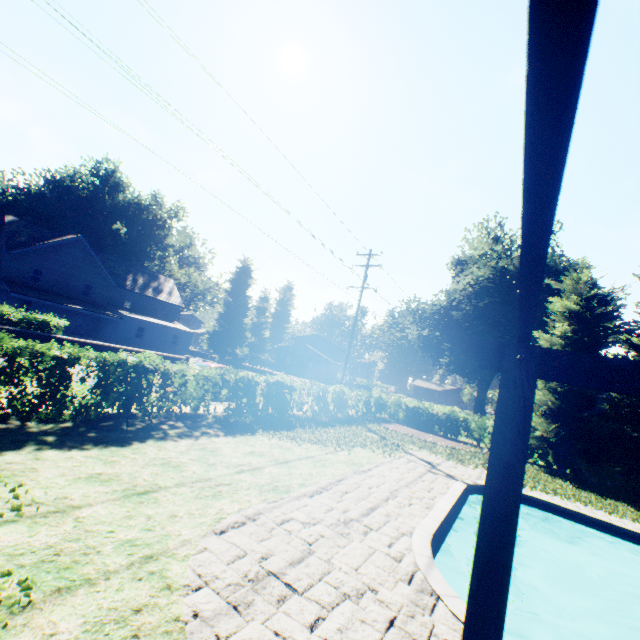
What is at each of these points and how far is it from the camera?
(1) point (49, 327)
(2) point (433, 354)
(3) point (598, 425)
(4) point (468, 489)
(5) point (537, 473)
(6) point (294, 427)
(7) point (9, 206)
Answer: (1) hedge, 20.8 meters
(2) plant, 40.5 meters
(3) tree, 16.3 meters
(4) swimming pool, 10.9 meters
(5) plant, 15.6 meters
(6) plant, 13.2 meters
(7) plant, 44.7 meters

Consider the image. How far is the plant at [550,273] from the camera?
33.2m

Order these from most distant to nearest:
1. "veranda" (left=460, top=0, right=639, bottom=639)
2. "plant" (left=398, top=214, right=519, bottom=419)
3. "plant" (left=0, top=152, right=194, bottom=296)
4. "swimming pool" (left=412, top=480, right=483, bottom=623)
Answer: "plant" (left=0, top=152, right=194, bottom=296), "plant" (left=398, top=214, right=519, bottom=419), "swimming pool" (left=412, top=480, right=483, bottom=623), "veranda" (left=460, top=0, right=639, bottom=639)

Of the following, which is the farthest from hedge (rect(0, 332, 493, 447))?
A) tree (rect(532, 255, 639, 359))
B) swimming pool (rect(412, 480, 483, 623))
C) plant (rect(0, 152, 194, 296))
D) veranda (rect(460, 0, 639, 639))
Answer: veranda (rect(460, 0, 639, 639))

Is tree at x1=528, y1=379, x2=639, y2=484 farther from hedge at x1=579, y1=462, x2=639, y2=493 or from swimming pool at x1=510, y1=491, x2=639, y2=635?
swimming pool at x1=510, y1=491, x2=639, y2=635

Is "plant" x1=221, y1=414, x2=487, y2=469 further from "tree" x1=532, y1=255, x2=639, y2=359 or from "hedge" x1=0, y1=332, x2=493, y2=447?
"hedge" x1=0, y1=332, x2=493, y2=447

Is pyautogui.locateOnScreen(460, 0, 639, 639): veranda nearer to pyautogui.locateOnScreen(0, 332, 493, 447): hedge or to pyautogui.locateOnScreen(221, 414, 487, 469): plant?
pyautogui.locateOnScreen(221, 414, 487, 469): plant

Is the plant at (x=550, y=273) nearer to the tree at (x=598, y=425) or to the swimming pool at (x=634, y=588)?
the tree at (x=598, y=425)
